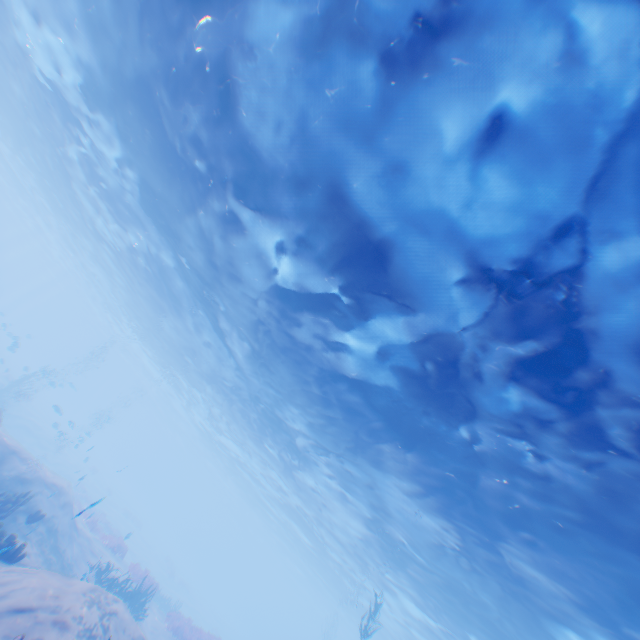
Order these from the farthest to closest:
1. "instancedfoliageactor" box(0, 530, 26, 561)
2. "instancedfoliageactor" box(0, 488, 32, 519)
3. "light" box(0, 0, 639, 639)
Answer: "instancedfoliageactor" box(0, 488, 32, 519) < "instancedfoliageactor" box(0, 530, 26, 561) < "light" box(0, 0, 639, 639)

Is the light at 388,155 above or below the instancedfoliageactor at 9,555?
above

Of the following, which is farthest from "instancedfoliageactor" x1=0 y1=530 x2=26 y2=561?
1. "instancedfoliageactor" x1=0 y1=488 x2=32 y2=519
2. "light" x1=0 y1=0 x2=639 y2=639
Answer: "light" x1=0 y1=0 x2=639 y2=639

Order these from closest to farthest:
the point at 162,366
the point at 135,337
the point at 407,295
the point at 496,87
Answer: the point at 496,87 → the point at 407,295 → the point at 162,366 → the point at 135,337

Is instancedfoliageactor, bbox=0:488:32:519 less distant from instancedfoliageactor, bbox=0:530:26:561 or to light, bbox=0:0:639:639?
instancedfoliageactor, bbox=0:530:26:561

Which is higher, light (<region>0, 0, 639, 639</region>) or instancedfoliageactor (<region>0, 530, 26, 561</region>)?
light (<region>0, 0, 639, 639</region>)

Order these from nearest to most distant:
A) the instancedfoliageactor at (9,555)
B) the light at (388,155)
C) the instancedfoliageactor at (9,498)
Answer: the light at (388,155)
the instancedfoliageactor at (9,555)
the instancedfoliageactor at (9,498)
